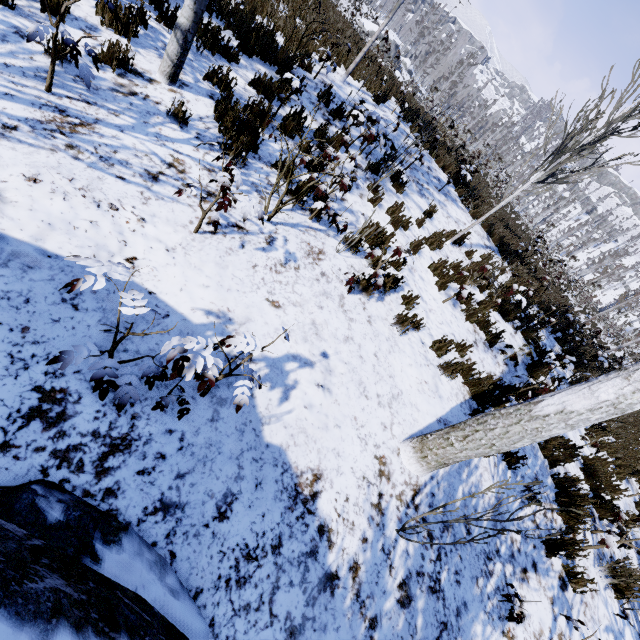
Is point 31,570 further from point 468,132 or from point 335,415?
point 468,132

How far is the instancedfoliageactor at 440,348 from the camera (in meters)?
5.06

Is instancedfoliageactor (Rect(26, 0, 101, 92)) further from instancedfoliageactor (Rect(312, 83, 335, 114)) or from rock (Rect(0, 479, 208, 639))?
instancedfoliageactor (Rect(312, 83, 335, 114))

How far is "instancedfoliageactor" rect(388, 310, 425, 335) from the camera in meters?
4.7 m

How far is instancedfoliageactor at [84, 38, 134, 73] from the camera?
3.17m

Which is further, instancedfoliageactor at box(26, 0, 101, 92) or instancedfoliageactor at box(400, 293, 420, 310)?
instancedfoliageactor at box(400, 293, 420, 310)

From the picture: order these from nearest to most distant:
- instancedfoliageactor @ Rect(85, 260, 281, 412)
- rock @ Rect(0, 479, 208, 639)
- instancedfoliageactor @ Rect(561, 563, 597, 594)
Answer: rock @ Rect(0, 479, 208, 639) < instancedfoliageactor @ Rect(85, 260, 281, 412) < instancedfoliageactor @ Rect(561, 563, 597, 594)

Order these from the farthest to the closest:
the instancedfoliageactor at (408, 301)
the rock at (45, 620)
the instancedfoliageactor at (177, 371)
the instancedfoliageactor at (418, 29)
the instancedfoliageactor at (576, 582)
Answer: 1. the instancedfoliageactor at (418, 29)
2. the instancedfoliageactor at (408, 301)
3. the instancedfoliageactor at (576, 582)
4. the instancedfoliageactor at (177, 371)
5. the rock at (45, 620)
